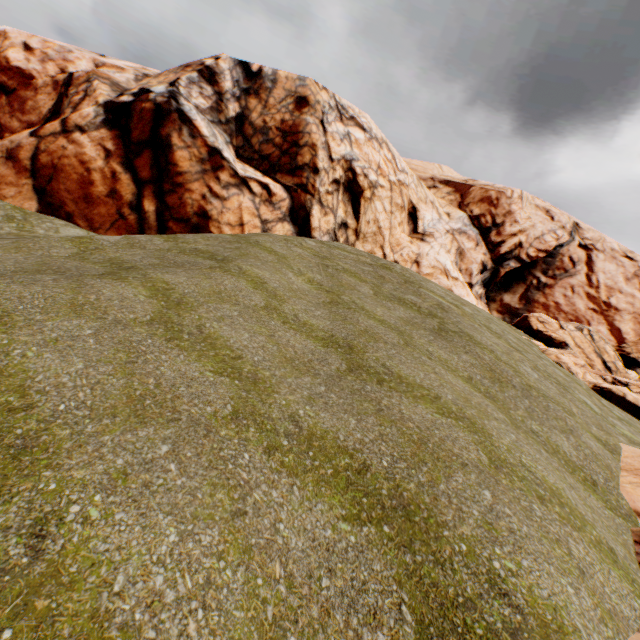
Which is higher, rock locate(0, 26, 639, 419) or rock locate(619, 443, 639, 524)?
rock locate(0, 26, 639, 419)

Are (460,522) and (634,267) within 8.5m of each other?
no

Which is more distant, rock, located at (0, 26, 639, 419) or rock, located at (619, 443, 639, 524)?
rock, located at (0, 26, 639, 419)

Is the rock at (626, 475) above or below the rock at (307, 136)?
below

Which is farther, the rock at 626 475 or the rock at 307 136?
the rock at 307 136
